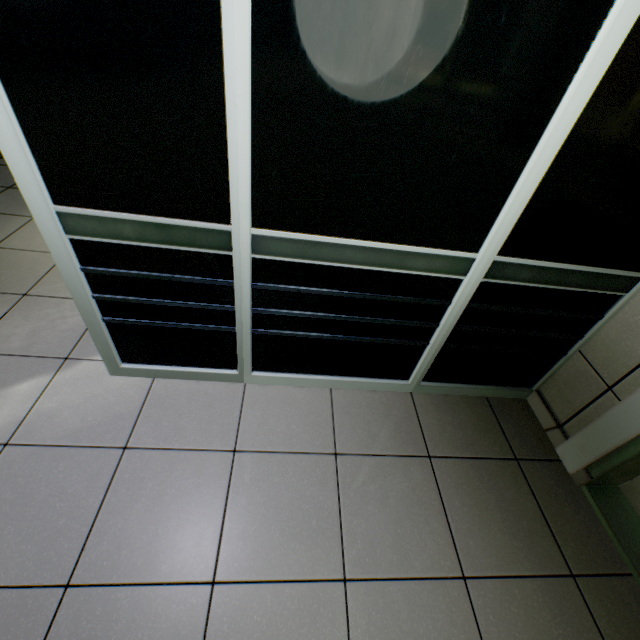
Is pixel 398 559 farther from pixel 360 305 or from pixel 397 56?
pixel 397 56

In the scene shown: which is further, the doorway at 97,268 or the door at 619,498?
the door at 619,498

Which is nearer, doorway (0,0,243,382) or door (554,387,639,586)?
doorway (0,0,243,382)
